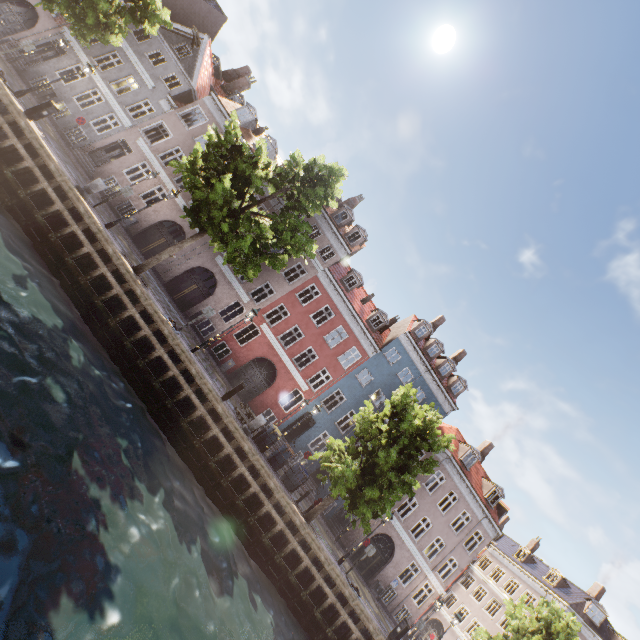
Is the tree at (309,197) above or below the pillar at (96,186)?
above

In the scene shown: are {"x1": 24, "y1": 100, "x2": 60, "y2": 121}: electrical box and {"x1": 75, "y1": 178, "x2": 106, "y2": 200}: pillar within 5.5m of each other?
yes

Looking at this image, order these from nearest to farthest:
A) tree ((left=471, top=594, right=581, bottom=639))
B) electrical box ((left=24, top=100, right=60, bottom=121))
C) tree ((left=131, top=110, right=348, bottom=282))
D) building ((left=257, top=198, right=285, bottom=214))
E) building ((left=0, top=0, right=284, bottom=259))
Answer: tree ((left=131, top=110, right=348, bottom=282)) < electrical box ((left=24, top=100, right=60, bottom=121)) < tree ((left=471, top=594, right=581, bottom=639)) < building ((left=0, top=0, right=284, bottom=259)) < building ((left=257, top=198, right=285, bottom=214))

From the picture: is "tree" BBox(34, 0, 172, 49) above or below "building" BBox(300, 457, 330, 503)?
above

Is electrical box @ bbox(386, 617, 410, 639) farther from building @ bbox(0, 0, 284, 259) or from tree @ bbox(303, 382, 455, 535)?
building @ bbox(0, 0, 284, 259)

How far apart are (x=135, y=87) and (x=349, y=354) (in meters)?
32.19

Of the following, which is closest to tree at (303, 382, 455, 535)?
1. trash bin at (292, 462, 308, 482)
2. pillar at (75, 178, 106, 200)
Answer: trash bin at (292, 462, 308, 482)

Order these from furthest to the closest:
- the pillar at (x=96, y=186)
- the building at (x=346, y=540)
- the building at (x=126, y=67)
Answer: the building at (x=346, y=540) < the building at (x=126, y=67) < the pillar at (x=96, y=186)
